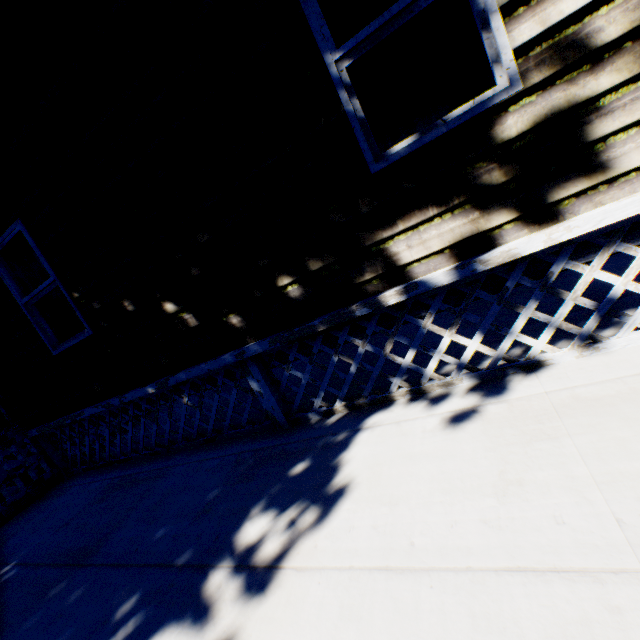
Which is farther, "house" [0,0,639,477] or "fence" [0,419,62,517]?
"fence" [0,419,62,517]

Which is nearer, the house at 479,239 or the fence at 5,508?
the house at 479,239

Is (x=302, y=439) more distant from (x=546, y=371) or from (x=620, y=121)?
(x=620, y=121)
